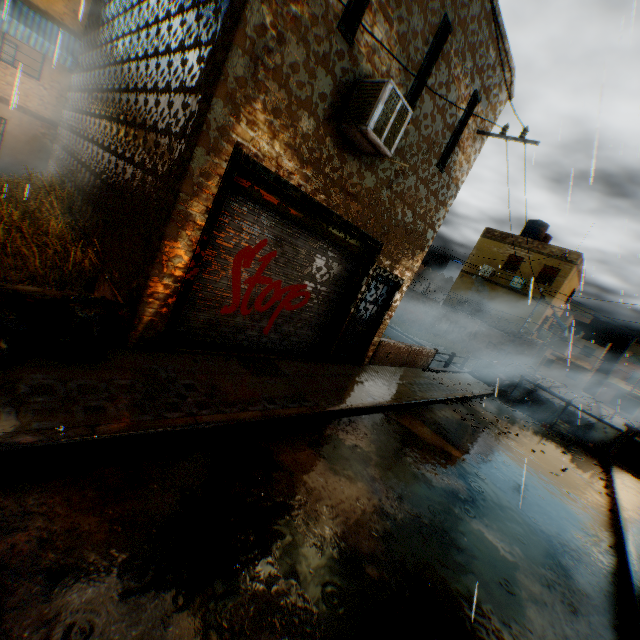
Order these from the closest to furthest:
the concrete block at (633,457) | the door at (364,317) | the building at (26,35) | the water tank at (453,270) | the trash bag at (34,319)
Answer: the trash bag at (34,319) < the building at (26,35) < the door at (364,317) < the concrete block at (633,457) < the water tank at (453,270)

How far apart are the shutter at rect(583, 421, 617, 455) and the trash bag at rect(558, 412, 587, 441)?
0.0m

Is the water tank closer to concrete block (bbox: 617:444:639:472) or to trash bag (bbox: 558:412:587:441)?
concrete block (bbox: 617:444:639:472)

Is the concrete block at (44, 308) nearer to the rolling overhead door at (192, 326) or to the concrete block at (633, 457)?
the rolling overhead door at (192, 326)

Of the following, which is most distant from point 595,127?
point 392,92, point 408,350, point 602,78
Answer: point 408,350

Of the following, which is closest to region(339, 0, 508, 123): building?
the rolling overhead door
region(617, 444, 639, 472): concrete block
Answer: the rolling overhead door

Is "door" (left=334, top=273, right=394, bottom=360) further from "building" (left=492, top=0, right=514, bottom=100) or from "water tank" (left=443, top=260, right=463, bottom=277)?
"water tank" (left=443, top=260, right=463, bottom=277)

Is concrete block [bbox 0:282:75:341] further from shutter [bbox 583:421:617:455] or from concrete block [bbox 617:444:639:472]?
shutter [bbox 583:421:617:455]
